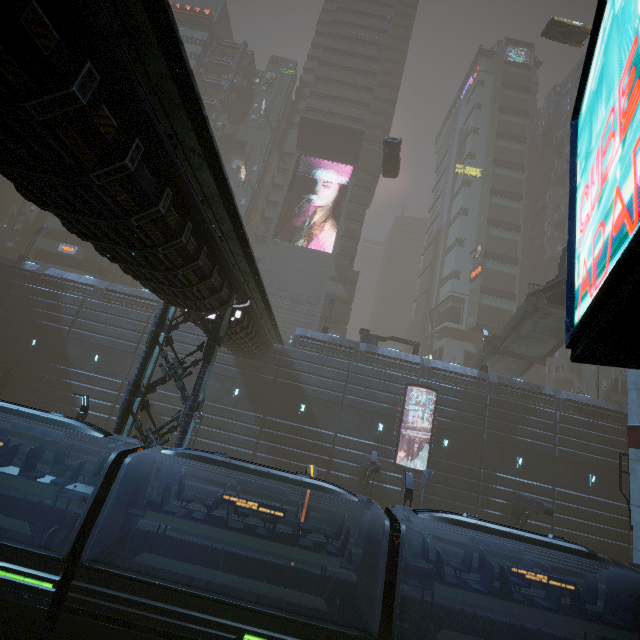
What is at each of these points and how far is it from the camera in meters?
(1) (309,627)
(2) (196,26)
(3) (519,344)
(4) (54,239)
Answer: (1) train, 8.2 m
(2) building, 50.8 m
(3) stairs, 31.3 m
(4) building, 40.2 m

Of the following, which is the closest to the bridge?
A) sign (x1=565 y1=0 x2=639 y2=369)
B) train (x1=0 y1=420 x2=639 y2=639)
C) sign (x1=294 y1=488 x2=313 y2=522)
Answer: sign (x1=565 y1=0 x2=639 y2=369)

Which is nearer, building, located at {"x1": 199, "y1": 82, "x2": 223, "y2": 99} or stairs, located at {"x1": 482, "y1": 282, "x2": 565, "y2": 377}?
stairs, located at {"x1": 482, "y1": 282, "x2": 565, "y2": 377}

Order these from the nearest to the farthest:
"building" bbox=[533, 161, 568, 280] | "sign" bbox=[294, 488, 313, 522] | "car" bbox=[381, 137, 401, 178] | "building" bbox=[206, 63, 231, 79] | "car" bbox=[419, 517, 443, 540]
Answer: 1. "sign" bbox=[294, 488, 313, 522]
2. "car" bbox=[419, 517, 443, 540]
3. "car" bbox=[381, 137, 401, 178]
4. "building" bbox=[206, 63, 231, 79]
5. "building" bbox=[533, 161, 568, 280]

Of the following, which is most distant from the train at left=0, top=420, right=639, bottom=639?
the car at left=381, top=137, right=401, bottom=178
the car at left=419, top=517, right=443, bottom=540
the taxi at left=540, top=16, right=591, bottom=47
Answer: the taxi at left=540, top=16, right=591, bottom=47

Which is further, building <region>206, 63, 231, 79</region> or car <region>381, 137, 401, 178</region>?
building <region>206, 63, 231, 79</region>

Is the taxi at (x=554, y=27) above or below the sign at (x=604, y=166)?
above

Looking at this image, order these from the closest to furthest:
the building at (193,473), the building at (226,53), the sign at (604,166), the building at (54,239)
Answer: the sign at (604,166), the building at (54,239), the building at (193,473), the building at (226,53)
